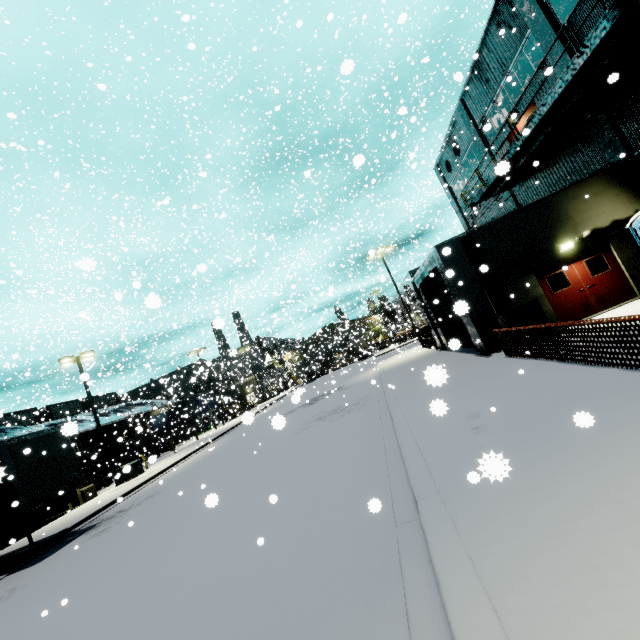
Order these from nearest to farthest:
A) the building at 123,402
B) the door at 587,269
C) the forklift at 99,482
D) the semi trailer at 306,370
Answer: the door at 587,269, the forklift at 99,482, the building at 123,402, the semi trailer at 306,370

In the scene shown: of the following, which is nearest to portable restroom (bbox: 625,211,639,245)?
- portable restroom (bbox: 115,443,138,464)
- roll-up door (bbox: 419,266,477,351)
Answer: roll-up door (bbox: 419,266,477,351)

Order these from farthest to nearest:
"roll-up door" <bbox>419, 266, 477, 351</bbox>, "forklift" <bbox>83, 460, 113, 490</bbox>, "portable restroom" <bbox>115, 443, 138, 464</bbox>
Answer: "portable restroom" <bbox>115, 443, 138, 464</bbox>
"forklift" <bbox>83, 460, 113, 490</bbox>
"roll-up door" <bbox>419, 266, 477, 351</bbox>

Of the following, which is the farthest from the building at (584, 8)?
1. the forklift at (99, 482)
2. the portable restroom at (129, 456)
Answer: the forklift at (99, 482)

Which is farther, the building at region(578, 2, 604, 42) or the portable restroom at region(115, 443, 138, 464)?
the portable restroom at region(115, 443, 138, 464)

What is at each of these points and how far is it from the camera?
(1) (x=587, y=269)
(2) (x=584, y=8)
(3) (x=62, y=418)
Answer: (1) door, 12.6m
(2) building, 11.9m
(3) building, 39.3m

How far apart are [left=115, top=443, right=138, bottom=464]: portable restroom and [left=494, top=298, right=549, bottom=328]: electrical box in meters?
39.8 m

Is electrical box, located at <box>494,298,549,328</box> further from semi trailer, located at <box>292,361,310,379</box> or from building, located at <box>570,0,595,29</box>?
semi trailer, located at <box>292,361,310,379</box>
